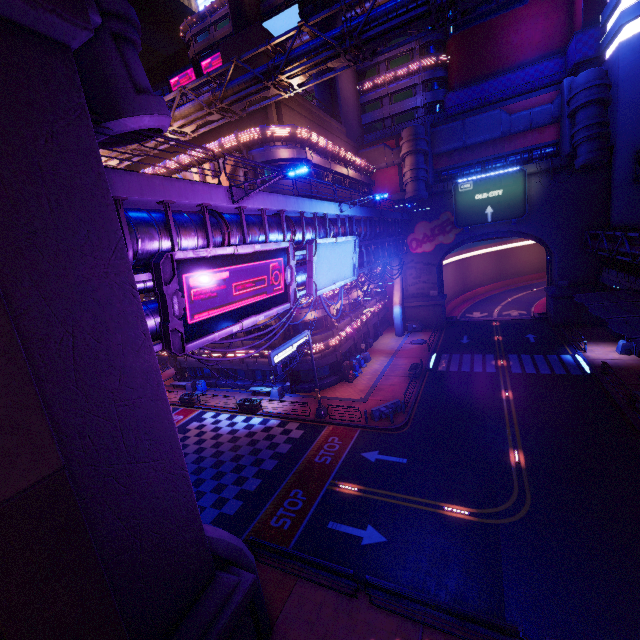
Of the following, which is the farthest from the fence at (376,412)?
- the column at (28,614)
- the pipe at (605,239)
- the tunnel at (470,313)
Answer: the tunnel at (470,313)

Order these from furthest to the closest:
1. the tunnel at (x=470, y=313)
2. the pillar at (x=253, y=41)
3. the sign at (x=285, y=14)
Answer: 1. the sign at (x=285, y=14)
2. the tunnel at (x=470, y=313)
3. the pillar at (x=253, y=41)

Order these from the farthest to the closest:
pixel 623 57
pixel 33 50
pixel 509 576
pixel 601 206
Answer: pixel 601 206 → pixel 623 57 → pixel 509 576 → pixel 33 50

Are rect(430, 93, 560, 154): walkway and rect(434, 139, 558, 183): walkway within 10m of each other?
Answer: yes

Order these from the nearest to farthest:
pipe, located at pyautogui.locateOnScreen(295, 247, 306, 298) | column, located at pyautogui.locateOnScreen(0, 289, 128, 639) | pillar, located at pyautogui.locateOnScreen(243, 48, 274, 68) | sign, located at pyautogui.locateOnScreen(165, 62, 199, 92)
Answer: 1. column, located at pyautogui.locateOnScreen(0, 289, 128, 639)
2. pipe, located at pyautogui.locateOnScreen(295, 247, 306, 298)
3. pillar, located at pyautogui.locateOnScreen(243, 48, 274, 68)
4. sign, located at pyautogui.locateOnScreen(165, 62, 199, 92)

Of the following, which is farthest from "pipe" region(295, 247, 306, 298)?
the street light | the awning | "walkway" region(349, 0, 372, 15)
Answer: "walkway" region(349, 0, 372, 15)

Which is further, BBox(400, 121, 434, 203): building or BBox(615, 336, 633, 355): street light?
BBox(400, 121, 434, 203): building

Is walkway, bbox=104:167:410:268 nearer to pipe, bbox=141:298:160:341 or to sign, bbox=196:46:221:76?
pipe, bbox=141:298:160:341
